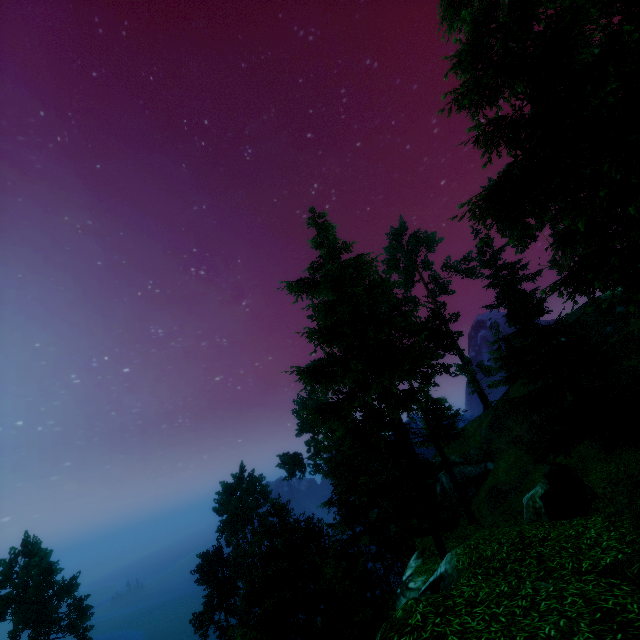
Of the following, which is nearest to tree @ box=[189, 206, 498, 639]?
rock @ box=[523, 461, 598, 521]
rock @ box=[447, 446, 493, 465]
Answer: rock @ box=[523, 461, 598, 521]

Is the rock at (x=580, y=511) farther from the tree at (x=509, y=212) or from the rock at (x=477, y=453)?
the rock at (x=477, y=453)

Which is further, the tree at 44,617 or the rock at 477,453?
the tree at 44,617

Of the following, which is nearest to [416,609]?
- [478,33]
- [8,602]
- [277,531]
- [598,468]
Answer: [598,468]

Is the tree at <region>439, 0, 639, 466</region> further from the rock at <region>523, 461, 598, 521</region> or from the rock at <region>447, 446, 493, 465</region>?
the rock at <region>447, 446, 493, 465</region>

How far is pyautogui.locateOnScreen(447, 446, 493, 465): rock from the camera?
37.0 meters

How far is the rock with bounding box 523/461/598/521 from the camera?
8.9m
